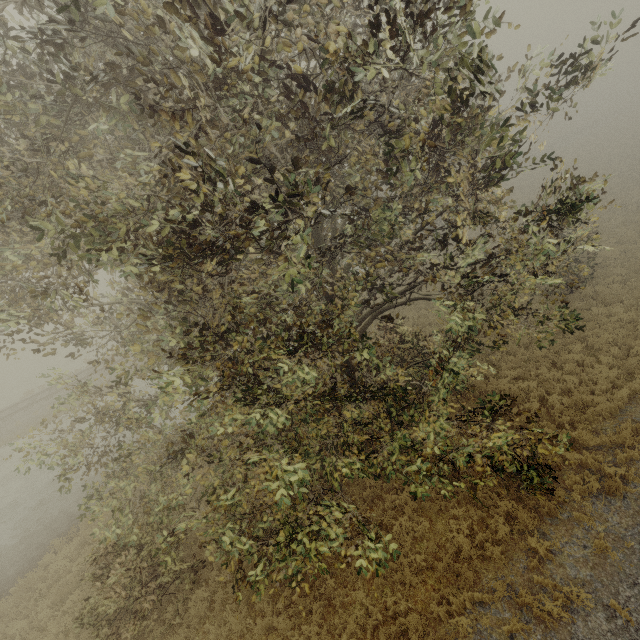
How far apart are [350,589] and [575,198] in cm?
1099
